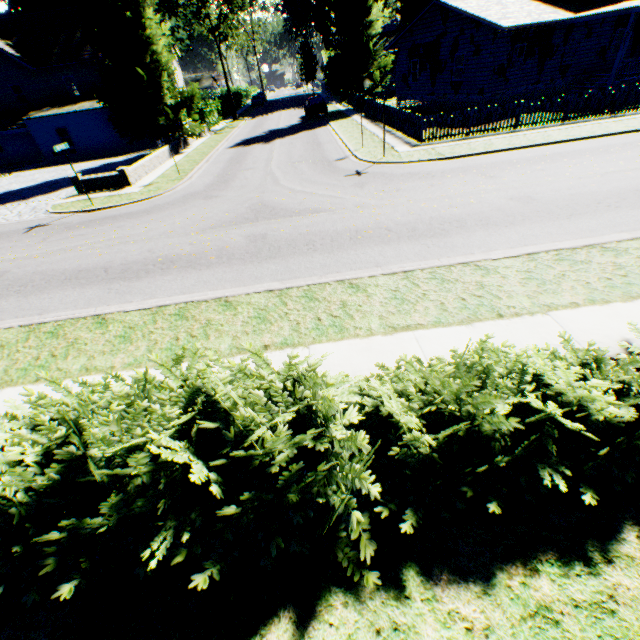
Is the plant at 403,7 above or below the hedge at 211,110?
above

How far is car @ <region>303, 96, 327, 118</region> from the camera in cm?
3118

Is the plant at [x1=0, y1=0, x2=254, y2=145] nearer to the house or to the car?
the house

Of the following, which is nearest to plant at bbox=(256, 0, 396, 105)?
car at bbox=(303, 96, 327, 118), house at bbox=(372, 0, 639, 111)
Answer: house at bbox=(372, 0, 639, 111)

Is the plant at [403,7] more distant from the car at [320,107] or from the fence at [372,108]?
the car at [320,107]

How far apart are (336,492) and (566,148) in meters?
16.7 m

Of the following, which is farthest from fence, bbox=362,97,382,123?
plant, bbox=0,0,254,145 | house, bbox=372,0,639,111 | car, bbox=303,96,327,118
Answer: car, bbox=303,96,327,118

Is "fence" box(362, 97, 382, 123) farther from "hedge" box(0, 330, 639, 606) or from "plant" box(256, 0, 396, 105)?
"hedge" box(0, 330, 639, 606)
